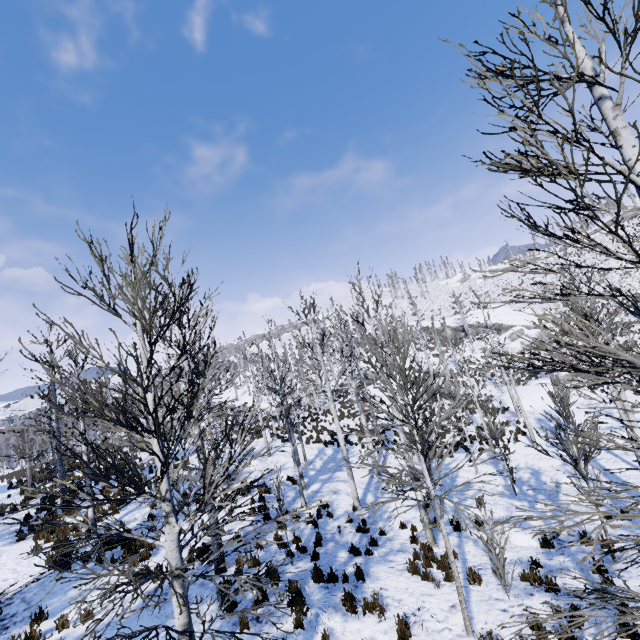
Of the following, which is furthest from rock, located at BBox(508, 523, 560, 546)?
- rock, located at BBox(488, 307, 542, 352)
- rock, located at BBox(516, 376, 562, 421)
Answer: rock, located at BBox(488, 307, 542, 352)

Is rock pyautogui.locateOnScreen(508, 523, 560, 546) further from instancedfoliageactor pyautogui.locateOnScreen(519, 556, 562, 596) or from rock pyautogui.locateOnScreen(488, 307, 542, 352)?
rock pyautogui.locateOnScreen(488, 307, 542, 352)

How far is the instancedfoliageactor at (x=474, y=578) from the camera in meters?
7.8 m

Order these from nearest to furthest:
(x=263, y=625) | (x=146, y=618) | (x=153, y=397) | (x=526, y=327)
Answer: (x=153, y=397)
(x=263, y=625)
(x=146, y=618)
(x=526, y=327)

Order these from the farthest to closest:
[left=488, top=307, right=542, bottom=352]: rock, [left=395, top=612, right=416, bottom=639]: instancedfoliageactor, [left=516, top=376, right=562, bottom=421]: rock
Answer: [left=488, top=307, right=542, bottom=352]: rock
[left=516, top=376, right=562, bottom=421]: rock
[left=395, top=612, right=416, bottom=639]: instancedfoliageactor

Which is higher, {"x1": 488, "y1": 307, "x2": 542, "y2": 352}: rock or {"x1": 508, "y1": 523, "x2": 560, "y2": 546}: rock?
{"x1": 488, "y1": 307, "x2": 542, "y2": 352}: rock

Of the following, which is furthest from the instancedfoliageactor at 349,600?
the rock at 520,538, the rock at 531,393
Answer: the rock at 531,393

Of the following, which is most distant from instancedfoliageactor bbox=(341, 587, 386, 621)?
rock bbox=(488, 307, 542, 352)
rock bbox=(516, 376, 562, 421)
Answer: rock bbox=(488, 307, 542, 352)
